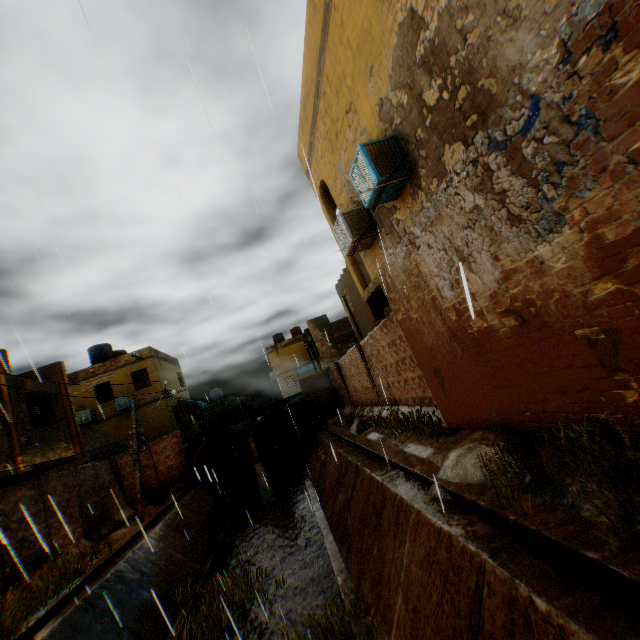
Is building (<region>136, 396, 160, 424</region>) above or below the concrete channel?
above

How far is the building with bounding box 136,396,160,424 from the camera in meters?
22.5

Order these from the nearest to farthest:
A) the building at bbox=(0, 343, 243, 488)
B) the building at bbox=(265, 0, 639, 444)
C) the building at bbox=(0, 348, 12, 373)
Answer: the building at bbox=(265, 0, 639, 444) → the building at bbox=(0, 348, 12, 373) → the building at bbox=(0, 343, 243, 488)

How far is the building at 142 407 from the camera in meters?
22.5 m

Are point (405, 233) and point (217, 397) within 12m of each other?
no

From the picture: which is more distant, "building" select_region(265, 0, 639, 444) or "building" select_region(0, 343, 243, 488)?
"building" select_region(0, 343, 243, 488)

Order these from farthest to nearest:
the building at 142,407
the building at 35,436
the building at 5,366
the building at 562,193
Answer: the building at 142,407, the building at 35,436, the building at 5,366, the building at 562,193
